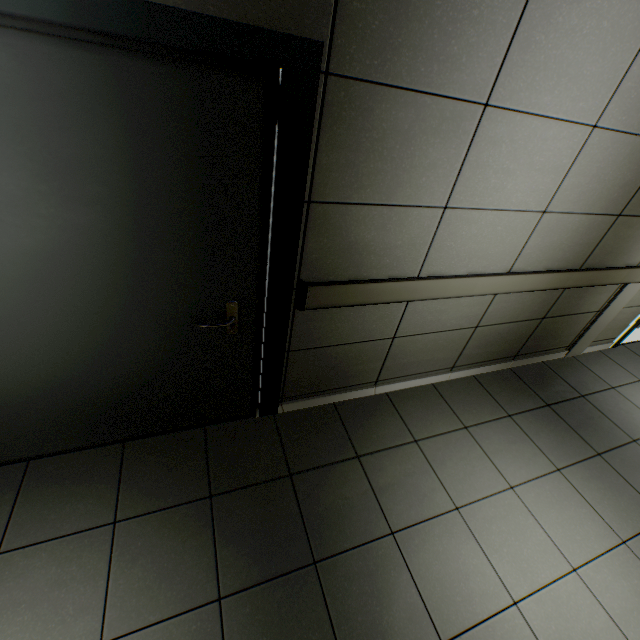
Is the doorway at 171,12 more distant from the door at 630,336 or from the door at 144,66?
the door at 630,336

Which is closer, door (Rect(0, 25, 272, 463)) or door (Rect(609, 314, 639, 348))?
door (Rect(0, 25, 272, 463))

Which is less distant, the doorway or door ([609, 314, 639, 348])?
the doorway

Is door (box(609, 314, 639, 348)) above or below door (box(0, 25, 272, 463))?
below

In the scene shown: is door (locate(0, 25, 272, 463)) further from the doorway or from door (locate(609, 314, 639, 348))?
door (locate(609, 314, 639, 348))

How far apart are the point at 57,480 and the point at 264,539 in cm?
126

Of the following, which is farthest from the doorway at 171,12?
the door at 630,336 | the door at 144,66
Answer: the door at 630,336
